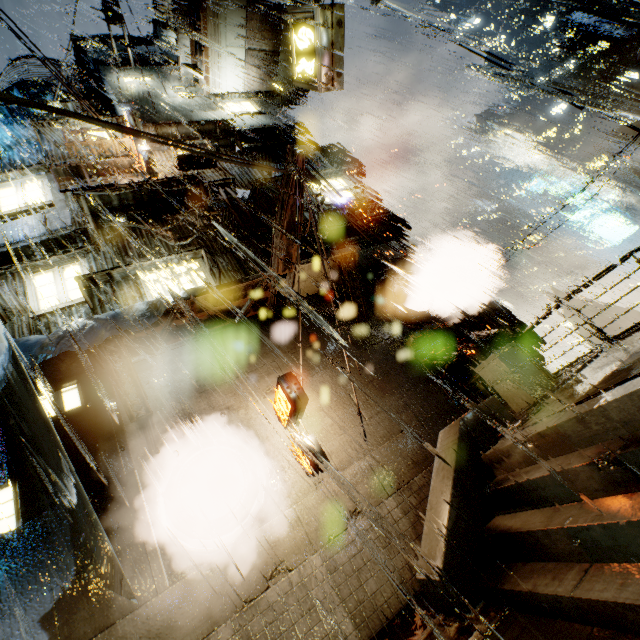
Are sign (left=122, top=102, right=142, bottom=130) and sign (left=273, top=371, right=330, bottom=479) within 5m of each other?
no

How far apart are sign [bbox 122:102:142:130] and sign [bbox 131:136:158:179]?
0.1m

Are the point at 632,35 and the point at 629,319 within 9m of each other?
no

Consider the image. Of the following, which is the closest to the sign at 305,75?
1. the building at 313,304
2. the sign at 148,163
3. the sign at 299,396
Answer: the building at 313,304

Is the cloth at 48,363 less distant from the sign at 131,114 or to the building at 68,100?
the building at 68,100

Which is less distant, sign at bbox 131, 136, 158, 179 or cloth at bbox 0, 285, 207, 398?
cloth at bbox 0, 285, 207, 398

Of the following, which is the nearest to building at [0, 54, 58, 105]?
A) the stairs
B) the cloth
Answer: the cloth
